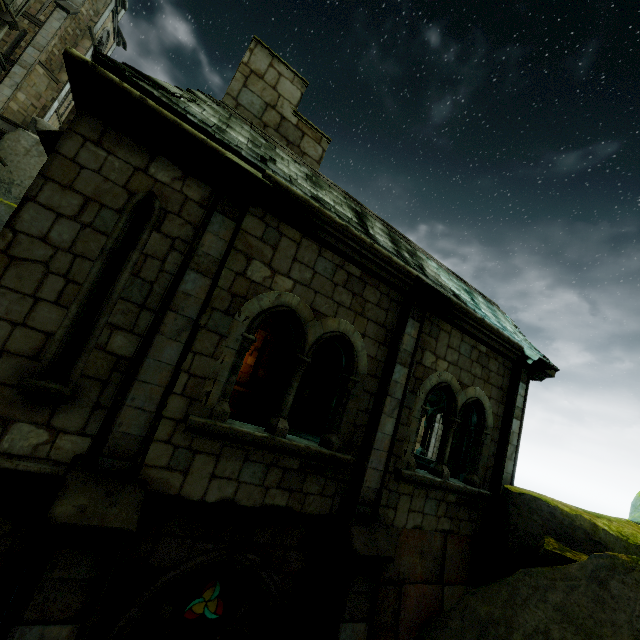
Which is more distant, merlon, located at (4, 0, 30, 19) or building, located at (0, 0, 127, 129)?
building, located at (0, 0, 127, 129)

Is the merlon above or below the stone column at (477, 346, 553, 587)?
above

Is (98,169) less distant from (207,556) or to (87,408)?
(87,408)

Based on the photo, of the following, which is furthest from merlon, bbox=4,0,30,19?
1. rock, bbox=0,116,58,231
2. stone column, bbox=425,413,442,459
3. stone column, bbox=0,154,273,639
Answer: stone column, bbox=425,413,442,459

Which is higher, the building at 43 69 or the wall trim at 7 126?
the building at 43 69

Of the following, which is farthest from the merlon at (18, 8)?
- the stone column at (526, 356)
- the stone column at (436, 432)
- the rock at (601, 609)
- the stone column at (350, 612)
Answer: the stone column at (436, 432)

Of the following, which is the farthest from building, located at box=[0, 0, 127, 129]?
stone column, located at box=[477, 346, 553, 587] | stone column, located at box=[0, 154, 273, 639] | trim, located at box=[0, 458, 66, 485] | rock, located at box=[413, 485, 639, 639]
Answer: rock, located at box=[413, 485, 639, 639]

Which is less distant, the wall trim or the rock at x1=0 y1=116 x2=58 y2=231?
the rock at x1=0 y1=116 x2=58 y2=231
